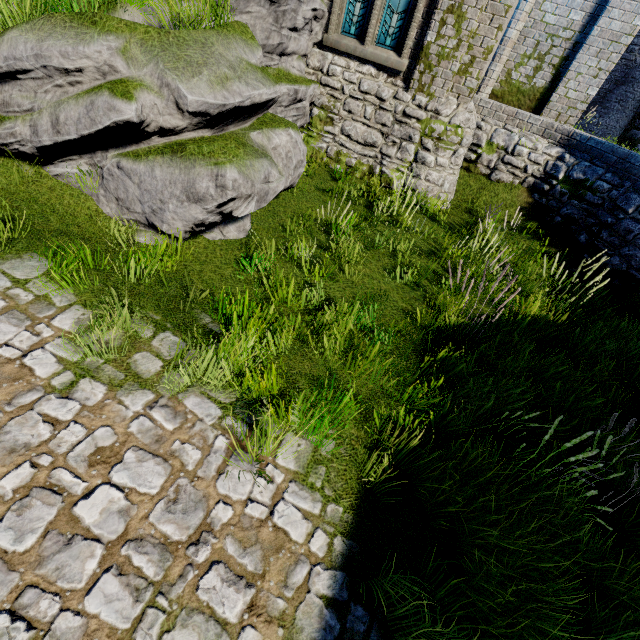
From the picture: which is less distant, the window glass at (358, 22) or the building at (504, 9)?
the building at (504, 9)

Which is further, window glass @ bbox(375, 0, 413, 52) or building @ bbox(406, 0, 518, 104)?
window glass @ bbox(375, 0, 413, 52)

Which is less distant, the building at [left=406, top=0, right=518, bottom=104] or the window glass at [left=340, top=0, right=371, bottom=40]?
the building at [left=406, top=0, right=518, bottom=104]

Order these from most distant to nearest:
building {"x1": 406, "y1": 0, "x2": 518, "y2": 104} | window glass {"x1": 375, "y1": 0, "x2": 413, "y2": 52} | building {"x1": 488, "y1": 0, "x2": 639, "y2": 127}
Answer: building {"x1": 488, "y1": 0, "x2": 639, "y2": 127} → window glass {"x1": 375, "y1": 0, "x2": 413, "y2": 52} → building {"x1": 406, "y1": 0, "x2": 518, "y2": 104}

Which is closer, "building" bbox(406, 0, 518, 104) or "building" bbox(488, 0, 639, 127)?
"building" bbox(406, 0, 518, 104)

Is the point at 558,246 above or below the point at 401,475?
above

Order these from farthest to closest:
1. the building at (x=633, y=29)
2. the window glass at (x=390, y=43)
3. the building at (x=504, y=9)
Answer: the building at (x=633, y=29)
the window glass at (x=390, y=43)
the building at (x=504, y=9)
